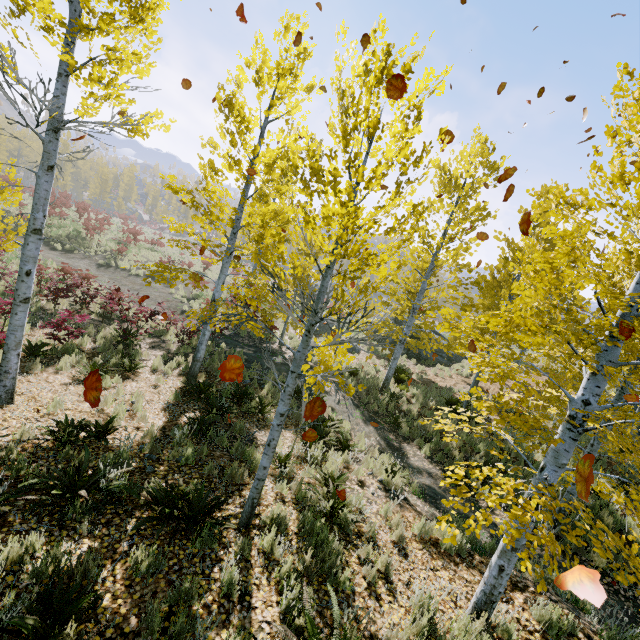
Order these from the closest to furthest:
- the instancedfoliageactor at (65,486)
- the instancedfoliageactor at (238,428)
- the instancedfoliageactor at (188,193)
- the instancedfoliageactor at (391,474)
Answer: the instancedfoliageactor at (65,486) → the instancedfoliageactor at (391,474) → the instancedfoliageactor at (238,428) → the instancedfoliageactor at (188,193)

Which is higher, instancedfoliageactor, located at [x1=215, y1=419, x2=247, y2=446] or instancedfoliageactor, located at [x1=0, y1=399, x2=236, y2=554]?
instancedfoliageactor, located at [x1=0, y1=399, x2=236, y2=554]

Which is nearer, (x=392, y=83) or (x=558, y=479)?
(x=392, y=83)

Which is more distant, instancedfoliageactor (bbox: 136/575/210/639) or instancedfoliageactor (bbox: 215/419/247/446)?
instancedfoliageactor (bbox: 215/419/247/446)

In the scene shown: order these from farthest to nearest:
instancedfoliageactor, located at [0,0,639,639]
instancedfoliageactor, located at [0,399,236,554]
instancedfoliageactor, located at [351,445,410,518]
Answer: instancedfoliageactor, located at [351,445,410,518] → instancedfoliageactor, located at [0,399,236,554] → instancedfoliageactor, located at [0,0,639,639]

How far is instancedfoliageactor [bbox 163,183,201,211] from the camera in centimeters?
774cm

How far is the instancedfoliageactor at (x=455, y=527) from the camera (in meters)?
2.97
